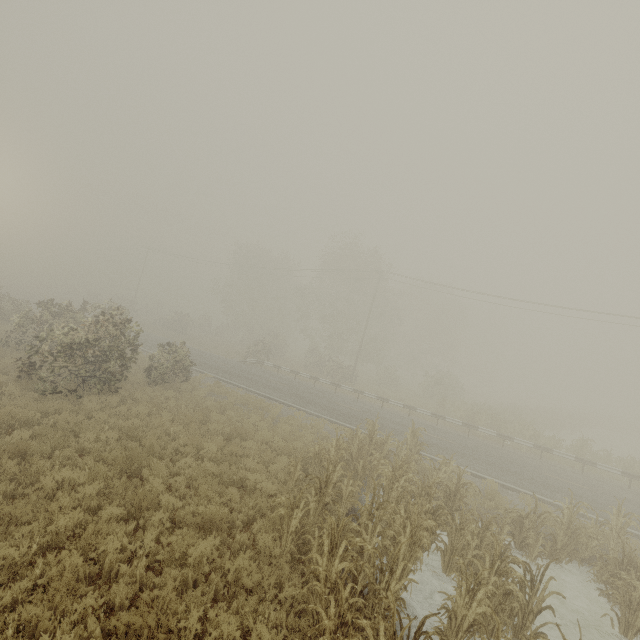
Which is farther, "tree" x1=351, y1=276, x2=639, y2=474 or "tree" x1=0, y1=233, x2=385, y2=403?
"tree" x1=351, y1=276, x2=639, y2=474

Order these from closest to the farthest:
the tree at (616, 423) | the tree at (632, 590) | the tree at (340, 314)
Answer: the tree at (632, 590), the tree at (340, 314), the tree at (616, 423)

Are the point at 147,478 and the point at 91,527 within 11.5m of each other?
yes

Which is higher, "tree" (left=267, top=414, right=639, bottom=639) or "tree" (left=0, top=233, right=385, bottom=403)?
"tree" (left=0, top=233, right=385, bottom=403)

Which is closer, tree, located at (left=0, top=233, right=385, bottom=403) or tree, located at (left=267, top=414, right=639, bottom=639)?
tree, located at (left=267, top=414, right=639, bottom=639)

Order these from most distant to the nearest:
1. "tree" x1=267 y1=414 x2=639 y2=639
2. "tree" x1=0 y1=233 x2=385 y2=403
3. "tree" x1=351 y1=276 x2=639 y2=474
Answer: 1. "tree" x1=351 y1=276 x2=639 y2=474
2. "tree" x1=0 y1=233 x2=385 y2=403
3. "tree" x1=267 y1=414 x2=639 y2=639

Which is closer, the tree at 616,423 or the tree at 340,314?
the tree at 340,314
